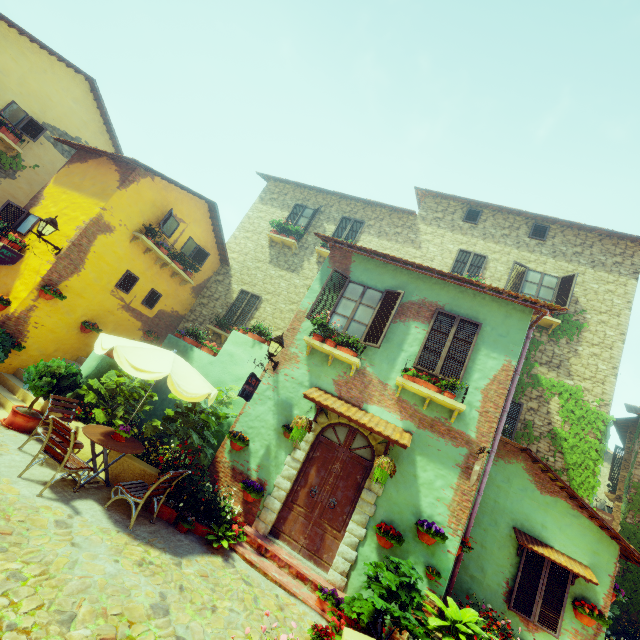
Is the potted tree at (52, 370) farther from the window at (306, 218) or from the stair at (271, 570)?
the window at (306, 218)

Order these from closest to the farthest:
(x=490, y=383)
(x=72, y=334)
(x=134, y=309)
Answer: Answer:
1. (x=490, y=383)
2. (x=72, y=334)
3. (x=134, y=309)

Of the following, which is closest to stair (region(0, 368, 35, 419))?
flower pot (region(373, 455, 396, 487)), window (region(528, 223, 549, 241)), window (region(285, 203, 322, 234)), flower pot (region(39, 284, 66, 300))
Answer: flower pot (region(39, 284, 66, 300))

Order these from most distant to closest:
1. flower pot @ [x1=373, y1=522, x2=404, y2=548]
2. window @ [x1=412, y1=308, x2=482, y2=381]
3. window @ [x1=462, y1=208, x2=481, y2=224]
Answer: window @ [x1=462, y1=208, x2=481, y2=224] → window @ [x1=412, y1=308, x2=482, y2=381] → flower pot @ [x1=373, y1=522, x2=404, y2=548]

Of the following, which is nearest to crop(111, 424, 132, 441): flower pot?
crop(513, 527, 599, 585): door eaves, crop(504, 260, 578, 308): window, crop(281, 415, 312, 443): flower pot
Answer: crop(281, 415, 312, 443): flower pot

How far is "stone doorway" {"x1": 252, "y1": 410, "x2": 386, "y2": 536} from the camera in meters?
6.9 m

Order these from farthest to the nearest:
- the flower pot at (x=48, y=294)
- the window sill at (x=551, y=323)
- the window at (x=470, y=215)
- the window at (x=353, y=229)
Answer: the window at (x=353, y=229) < the window at (x=470, y=215) < the window sill at (x=551, y=323) < the flower pot at (x=48, y=294)

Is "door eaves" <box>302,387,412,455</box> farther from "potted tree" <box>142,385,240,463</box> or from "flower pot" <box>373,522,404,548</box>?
"potted tree" <box>142,385,240,463</box>
